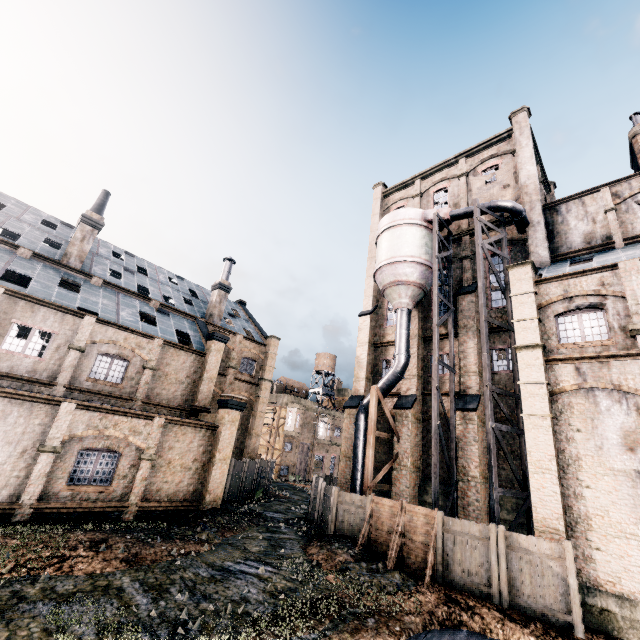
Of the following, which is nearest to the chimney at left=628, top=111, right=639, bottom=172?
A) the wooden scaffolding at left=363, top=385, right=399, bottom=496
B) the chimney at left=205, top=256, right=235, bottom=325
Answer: the wooden scaffolding at left=363, top=385, right=399, bottom=496

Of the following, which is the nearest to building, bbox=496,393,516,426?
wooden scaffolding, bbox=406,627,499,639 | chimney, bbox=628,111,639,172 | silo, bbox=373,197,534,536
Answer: silo, bbox=373,197,534,536

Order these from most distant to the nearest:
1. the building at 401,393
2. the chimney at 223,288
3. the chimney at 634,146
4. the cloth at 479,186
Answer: the chimney at 223,288 → the cloth at 479,186 → the chimney at 634,146 → the building at 401,393

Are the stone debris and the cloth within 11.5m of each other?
no

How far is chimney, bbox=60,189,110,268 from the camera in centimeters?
2480cm

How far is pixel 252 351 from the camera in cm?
3538

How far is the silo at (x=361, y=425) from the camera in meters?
21.9 m

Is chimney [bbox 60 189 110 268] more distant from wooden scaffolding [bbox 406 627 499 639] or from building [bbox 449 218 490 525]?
wooden scaffolding [bbox 406 627 499 639]
